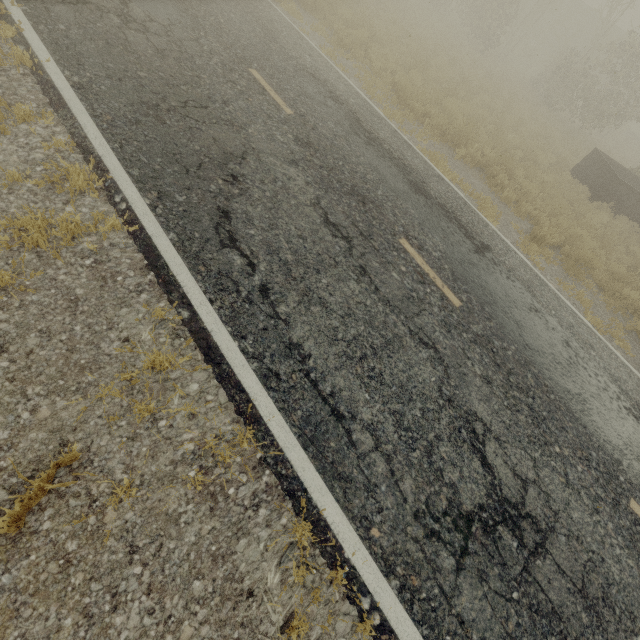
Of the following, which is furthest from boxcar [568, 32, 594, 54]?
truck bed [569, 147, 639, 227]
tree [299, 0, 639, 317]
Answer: truck bed [569, 147, 639, 227]

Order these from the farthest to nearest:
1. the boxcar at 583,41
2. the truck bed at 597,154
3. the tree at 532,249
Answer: the boxcar at 583,41
the truck bed at 597,154
the tree at 532,249

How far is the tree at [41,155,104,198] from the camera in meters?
3.7

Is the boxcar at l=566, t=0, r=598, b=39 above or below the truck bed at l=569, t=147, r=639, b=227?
above

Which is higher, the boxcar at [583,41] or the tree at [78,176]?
the boxcar at [583,41]

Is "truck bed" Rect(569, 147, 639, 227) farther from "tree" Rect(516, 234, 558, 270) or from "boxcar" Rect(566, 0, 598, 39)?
"boxcar" Rect(566, 0, 598, 39)

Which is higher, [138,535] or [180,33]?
[180,33]
